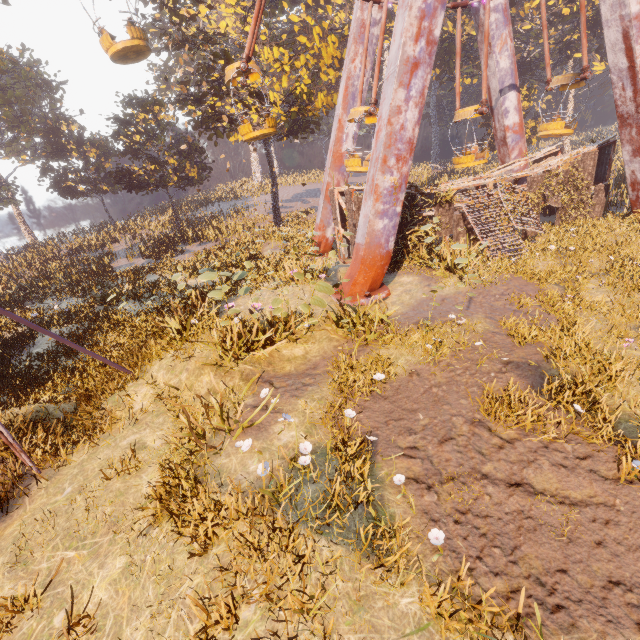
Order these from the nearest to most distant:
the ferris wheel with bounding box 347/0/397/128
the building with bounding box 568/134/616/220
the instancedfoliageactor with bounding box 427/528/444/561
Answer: the instancedfoliageactor with bounding box 427/528/444/561 → the ferris wheel with bounding box 347/0/397/128 → the building with bounding box 568/134/616/220

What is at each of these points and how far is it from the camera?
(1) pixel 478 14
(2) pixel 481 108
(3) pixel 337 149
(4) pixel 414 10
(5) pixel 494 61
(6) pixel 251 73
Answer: (1) metal support, 17.3 meters
(2) ferris wheel, 15.0 meters
(3) metal support, 18.1 meters
(4) metal support, 10.4 meters
(5) metal support, 18.0 meters
(6) ferris wheel, 13.9 meters

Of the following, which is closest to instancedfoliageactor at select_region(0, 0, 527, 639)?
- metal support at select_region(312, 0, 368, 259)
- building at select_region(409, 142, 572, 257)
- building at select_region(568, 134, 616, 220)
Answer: building at select_region(409, 142, 572, 257)

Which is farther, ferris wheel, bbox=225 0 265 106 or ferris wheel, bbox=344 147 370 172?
ferris wheel, bbox=344 147 370 172

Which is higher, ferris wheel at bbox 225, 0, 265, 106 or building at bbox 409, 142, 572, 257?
ferris wheel at bbox 225, 0, 265, 106

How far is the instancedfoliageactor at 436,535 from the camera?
4.02m

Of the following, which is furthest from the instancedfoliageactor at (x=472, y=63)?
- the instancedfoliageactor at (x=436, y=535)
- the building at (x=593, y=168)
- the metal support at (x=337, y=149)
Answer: the instancedfoliageactor at (x=436, y=535)
